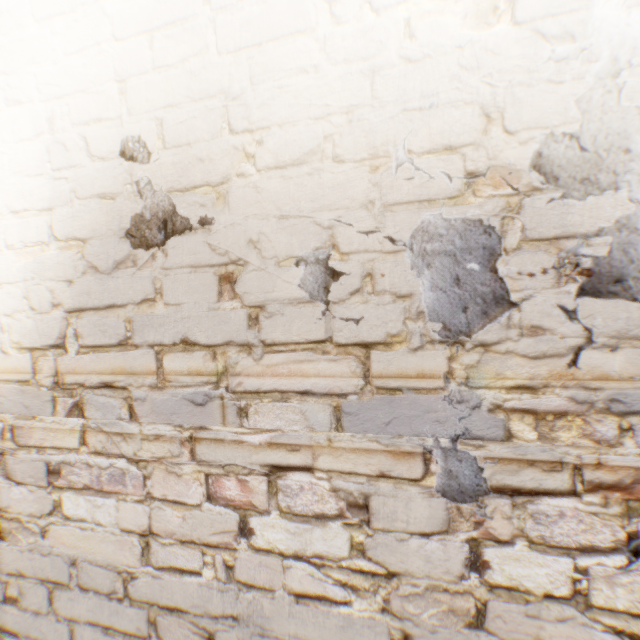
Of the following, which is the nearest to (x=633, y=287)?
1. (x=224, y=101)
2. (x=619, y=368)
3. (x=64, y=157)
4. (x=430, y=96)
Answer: (x=619, y=368)
